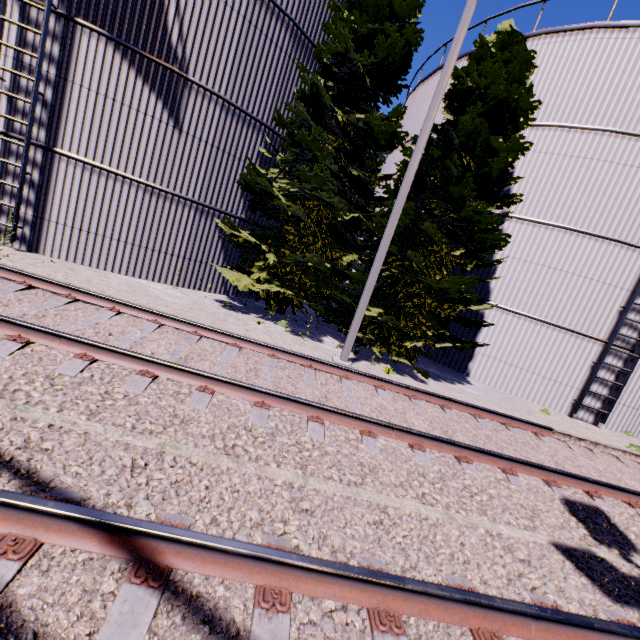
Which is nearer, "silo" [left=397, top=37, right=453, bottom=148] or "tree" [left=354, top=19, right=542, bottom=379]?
"tree" [left=354, top=19, right=542, bottom=379]

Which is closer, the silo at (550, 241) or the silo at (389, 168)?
the silo at (550, 241)

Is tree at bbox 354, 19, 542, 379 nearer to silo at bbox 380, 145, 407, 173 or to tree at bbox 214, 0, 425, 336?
tree at bbox 214, 0, 425, 336

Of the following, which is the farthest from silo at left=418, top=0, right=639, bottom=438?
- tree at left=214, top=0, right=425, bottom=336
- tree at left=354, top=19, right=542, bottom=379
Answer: tree at left=214, top=0, right=425, bottom=336

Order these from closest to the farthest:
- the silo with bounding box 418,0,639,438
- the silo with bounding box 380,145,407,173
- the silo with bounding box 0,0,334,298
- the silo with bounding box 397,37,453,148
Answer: the silo with bounding box 0,0,334,298
the silo with bounding box 418,0,639,438
the silo with bounding box 397,37,453,148
the silo with bounding box 380,145,407,173

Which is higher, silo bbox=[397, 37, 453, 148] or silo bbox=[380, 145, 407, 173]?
silo bbox=[397, 37, 453, 148]

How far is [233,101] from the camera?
9.73m

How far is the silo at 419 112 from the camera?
14.5 meters
